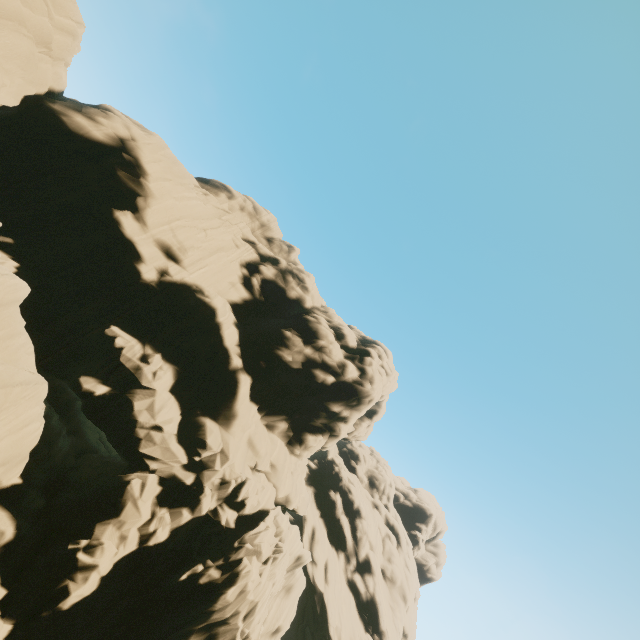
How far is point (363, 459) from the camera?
56.7m
